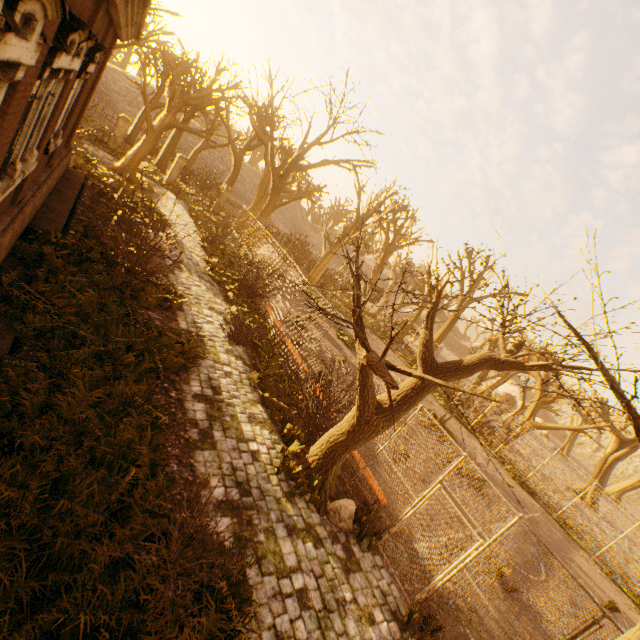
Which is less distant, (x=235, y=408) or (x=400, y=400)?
(x=400, y=400)

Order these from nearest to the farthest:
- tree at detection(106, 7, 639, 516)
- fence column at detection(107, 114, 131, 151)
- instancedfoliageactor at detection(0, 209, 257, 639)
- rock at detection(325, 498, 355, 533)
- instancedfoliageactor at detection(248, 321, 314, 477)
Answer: instancedfoliageactor at detection(0, 209, 257, 639)
tree at detection(106, 7, 639, 516)
rock at detection(325, 498, 355, 533)
instancedfoliageactor at detection(248, 321, 314, 477)
fence column at detection(107, 114, 131, 151)

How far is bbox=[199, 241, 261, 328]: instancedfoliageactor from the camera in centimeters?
1303cm

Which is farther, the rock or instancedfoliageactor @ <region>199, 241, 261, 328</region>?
instancedfoliageactor @ <region>199, 241, 261, 328</region>

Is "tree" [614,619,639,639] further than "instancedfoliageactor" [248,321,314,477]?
No

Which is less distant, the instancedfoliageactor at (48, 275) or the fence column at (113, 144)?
the instancedfoliageactor at (48, 275)

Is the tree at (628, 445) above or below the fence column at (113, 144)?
above

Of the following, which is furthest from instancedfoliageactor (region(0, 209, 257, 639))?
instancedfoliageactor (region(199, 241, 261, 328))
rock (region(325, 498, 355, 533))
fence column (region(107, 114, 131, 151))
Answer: fence column (region(107, 114, 131, 151))
